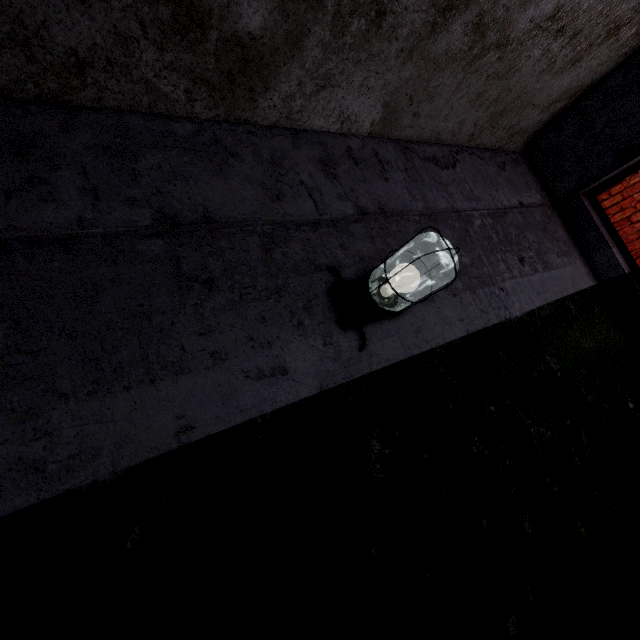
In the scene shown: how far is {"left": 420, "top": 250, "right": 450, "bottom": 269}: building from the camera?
1.5m

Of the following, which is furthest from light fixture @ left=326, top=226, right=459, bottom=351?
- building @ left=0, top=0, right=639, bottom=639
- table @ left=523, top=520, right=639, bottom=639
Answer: table @ left=523, top=520, right=639, bottom=639

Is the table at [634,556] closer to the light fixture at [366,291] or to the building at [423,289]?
the building at [423,289]

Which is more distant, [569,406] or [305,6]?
[569,406]

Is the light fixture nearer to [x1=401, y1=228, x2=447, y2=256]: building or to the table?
[x1=401, y1=228, x2=447, y2=256]: building

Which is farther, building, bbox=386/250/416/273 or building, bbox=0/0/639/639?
building, bbox=386/250/416/273

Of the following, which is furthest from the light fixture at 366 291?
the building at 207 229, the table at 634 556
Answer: the table at 634 556
